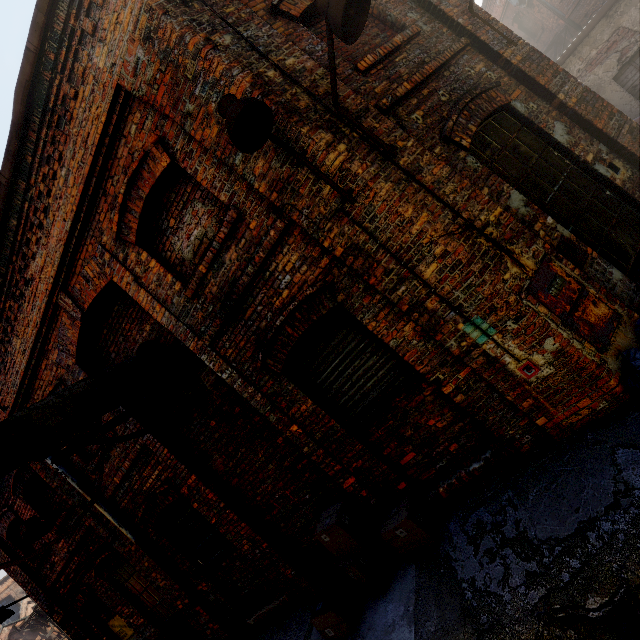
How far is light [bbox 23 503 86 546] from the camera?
5.6 meters

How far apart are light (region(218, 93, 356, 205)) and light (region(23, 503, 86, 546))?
7.3m

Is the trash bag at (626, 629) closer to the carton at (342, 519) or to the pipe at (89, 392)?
the carton at (342, 519)

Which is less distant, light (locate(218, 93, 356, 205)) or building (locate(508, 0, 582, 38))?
light (locate(218, 93, 356, 205))

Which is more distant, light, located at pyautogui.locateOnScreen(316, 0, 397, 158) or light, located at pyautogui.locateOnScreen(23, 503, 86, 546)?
light, located at pyautogui.locateOnScreen(23, 503, 86, 546)

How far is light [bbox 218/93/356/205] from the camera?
2.5 meters

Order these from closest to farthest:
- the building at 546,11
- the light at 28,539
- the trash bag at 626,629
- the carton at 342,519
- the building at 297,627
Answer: the trash bag at 626,629
the carton at 342,519
the building at 297,627
the light at 28,539
the building at 546,11

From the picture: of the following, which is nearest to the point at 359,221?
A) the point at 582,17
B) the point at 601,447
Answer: the point at 601,447
